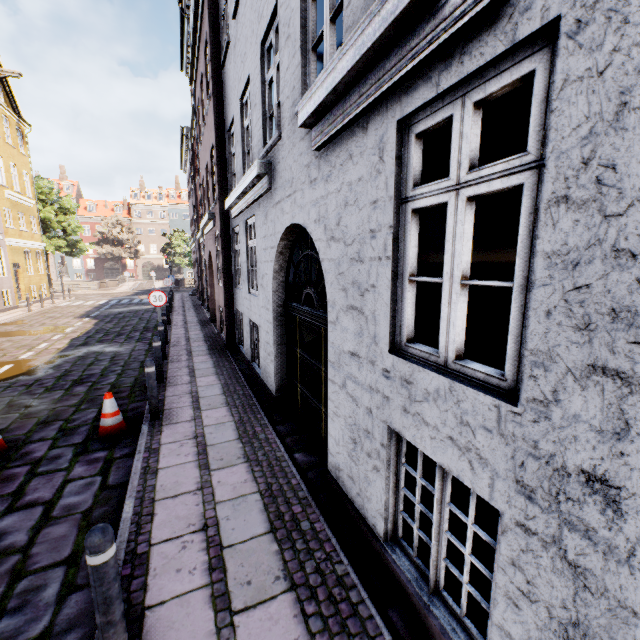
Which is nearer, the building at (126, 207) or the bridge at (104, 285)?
the bridge at (104, 285)

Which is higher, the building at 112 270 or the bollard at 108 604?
the building at 112 270

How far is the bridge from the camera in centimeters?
3400cm

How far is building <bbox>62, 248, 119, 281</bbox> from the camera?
55.0m

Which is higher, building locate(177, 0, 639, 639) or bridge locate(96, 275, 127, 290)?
building locate(177, 0, 639, 639)

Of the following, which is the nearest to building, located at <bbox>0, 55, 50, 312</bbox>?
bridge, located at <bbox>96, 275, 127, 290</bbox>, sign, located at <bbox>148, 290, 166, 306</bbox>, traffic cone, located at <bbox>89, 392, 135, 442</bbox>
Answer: sign, located at <bbox>148, 290, 166, 306</bbox>

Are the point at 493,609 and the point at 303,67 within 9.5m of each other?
yes

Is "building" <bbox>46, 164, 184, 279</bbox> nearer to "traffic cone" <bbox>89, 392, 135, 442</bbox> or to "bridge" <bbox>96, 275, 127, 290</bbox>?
"traffic cone" <bbox>89, 392, 135, 442</bbox>
